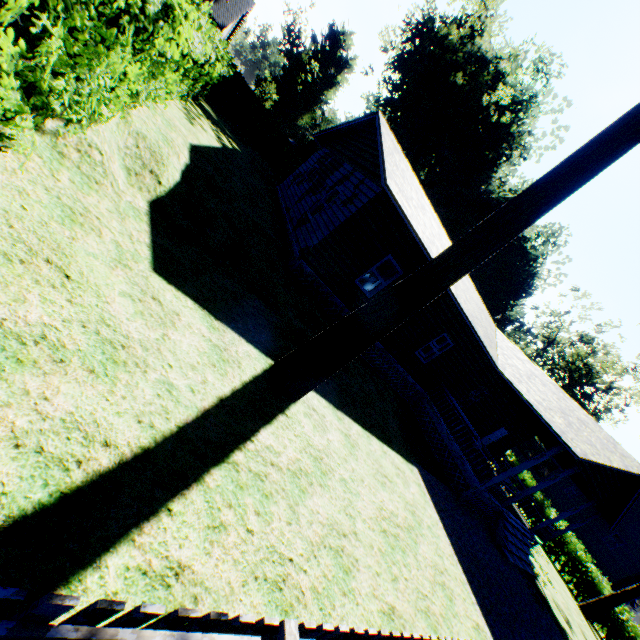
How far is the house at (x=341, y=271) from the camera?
10.5 meters

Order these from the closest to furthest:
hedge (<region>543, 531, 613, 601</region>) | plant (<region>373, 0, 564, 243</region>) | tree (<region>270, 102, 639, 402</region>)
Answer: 1. tree (<region>270, 102, 639, 402</region>)
2. hedge (<region>543, 531, 613, 601</region>)
3. plant (<region>373, 0, 564, 243</region>)

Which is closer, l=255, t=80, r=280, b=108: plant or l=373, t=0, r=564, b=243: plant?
l=373, t=0, r=564, b=243: plant

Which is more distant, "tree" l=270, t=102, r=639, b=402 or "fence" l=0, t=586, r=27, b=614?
"tree" l=270, t=102, r=639, b=402

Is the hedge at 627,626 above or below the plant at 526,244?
below

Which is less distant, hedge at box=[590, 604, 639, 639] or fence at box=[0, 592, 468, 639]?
fence at box=[0, 592, 468, 639]

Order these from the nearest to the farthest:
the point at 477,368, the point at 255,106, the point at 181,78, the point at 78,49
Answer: the point at 78,49
the point at 181,78
the point at 477,368
the point at 255,106

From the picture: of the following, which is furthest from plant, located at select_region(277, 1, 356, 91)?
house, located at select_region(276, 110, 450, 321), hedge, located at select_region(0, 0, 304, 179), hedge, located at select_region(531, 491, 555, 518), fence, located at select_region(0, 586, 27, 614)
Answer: fence, located at select_region(0, 586, 27, 614)
